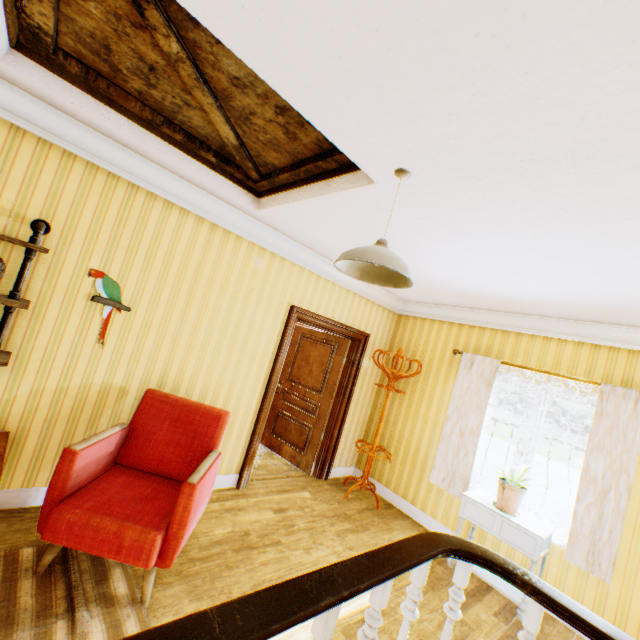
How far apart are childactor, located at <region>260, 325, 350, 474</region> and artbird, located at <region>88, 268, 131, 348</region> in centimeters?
316cm

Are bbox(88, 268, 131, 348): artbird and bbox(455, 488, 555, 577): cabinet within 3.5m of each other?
no

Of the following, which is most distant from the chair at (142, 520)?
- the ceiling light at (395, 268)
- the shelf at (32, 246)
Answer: the ceiling light at (395, 268)

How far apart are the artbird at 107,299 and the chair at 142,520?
0.6 meters

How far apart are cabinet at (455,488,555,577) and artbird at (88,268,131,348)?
4.14m

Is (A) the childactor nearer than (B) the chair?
No

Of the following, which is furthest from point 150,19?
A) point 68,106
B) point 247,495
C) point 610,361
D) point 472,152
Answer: point 610,361

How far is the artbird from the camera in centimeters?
283cm
